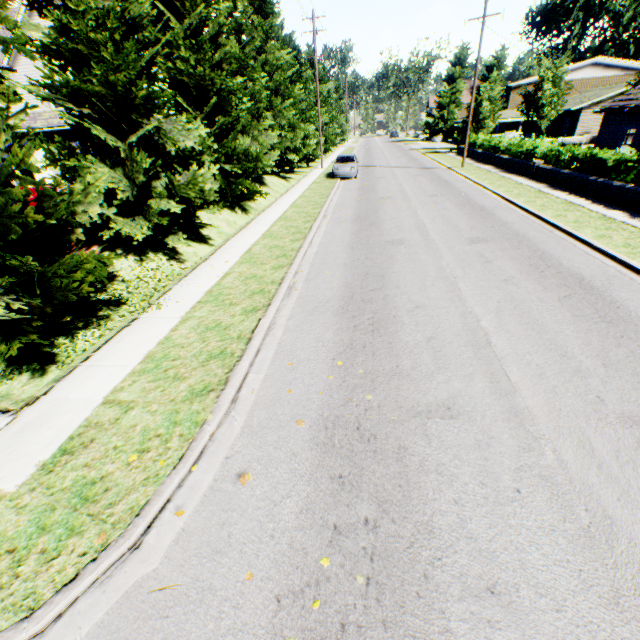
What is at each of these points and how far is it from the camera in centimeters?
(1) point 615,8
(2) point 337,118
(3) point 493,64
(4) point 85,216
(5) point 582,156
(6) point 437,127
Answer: (1) plant, 5241cm
(2) tree, 5541cm
(3) plant, 3538cm
(4) tree, 638cm
(5) hedge, 1620cm
(6) plant, 5819cm

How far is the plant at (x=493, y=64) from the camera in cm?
3482

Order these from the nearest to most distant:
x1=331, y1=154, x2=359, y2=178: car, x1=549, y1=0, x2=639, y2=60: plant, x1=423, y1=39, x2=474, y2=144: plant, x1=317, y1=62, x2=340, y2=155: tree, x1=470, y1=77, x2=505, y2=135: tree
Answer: x1=331, y1=154, x2=359, y2=178: car, x1=470, y1=77, x2=505, y2=135: tree, x1=317, y1=62, x2=340, y2=155: tree, x1=549, y1=0, x2=639, y2=60: plant, x1=423, y1=39, x2=474, y2=144: plant

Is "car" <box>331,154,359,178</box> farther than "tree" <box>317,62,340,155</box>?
No

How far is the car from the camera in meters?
24.5 m

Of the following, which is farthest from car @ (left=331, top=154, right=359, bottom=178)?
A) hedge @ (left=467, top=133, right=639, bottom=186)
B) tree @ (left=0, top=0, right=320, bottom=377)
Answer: hedge @ (left=467, top=133, right=639, bottom=186)

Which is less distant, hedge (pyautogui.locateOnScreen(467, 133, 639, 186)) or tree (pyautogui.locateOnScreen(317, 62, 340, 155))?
hedge (pyautogui.locateOnScreen(467, 133, 639, 186))

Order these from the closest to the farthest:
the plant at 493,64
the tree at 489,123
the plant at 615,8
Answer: the tree at 489,123, the plant at 493,64, the plant at 615,8
